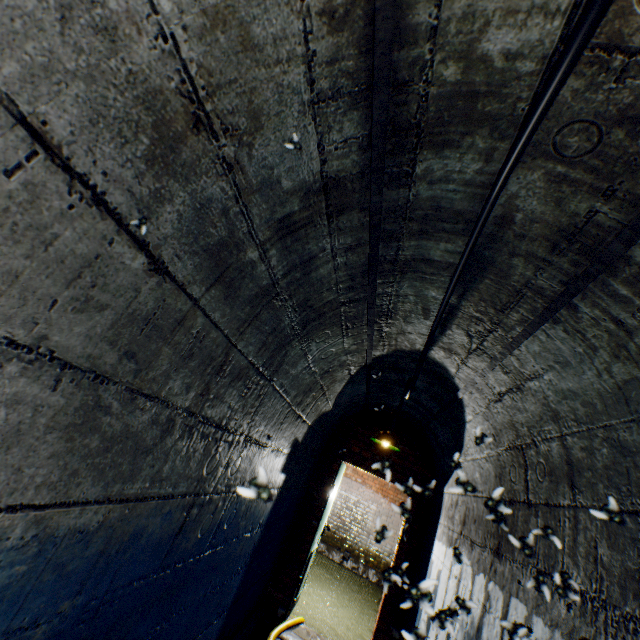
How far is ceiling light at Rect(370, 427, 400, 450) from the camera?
4.4 meters

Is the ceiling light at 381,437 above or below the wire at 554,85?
below

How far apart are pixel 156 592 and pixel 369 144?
2.14m

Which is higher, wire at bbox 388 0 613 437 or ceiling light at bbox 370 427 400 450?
wire at bbox 388 0 613 437

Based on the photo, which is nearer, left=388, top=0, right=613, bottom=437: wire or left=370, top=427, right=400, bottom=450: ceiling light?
left=388, top=0, right=613, bottom=437: wire

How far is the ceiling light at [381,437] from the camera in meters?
4.4

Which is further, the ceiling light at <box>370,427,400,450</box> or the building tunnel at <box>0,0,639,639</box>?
the ceiling light at <box>370,427,400,450</box>
